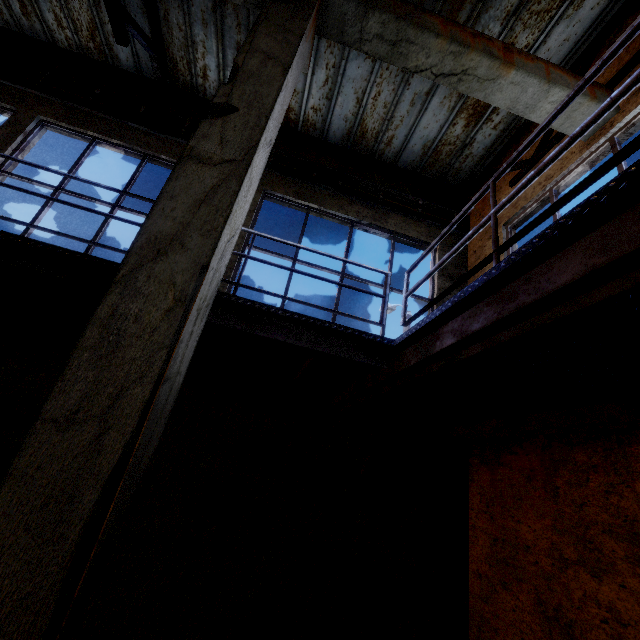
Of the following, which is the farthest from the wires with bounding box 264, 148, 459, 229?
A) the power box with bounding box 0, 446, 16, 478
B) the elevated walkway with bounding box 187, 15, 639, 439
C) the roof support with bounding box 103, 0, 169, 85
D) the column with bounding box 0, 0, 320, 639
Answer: the power box with bounding box 0, 446, 16, 478

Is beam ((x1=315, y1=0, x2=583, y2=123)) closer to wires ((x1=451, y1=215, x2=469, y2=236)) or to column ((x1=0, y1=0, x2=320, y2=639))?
column ((x1=0, y1=0, x2=320, y2=639))

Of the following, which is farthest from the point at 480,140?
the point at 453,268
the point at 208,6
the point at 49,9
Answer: the point at 49,9

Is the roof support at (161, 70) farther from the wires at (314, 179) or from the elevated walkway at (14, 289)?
the elevated walkway at (14, 289)

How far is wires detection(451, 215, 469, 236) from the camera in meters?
6.9

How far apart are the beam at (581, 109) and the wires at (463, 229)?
2.4 meters

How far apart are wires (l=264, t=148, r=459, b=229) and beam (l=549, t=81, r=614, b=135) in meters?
2.4
